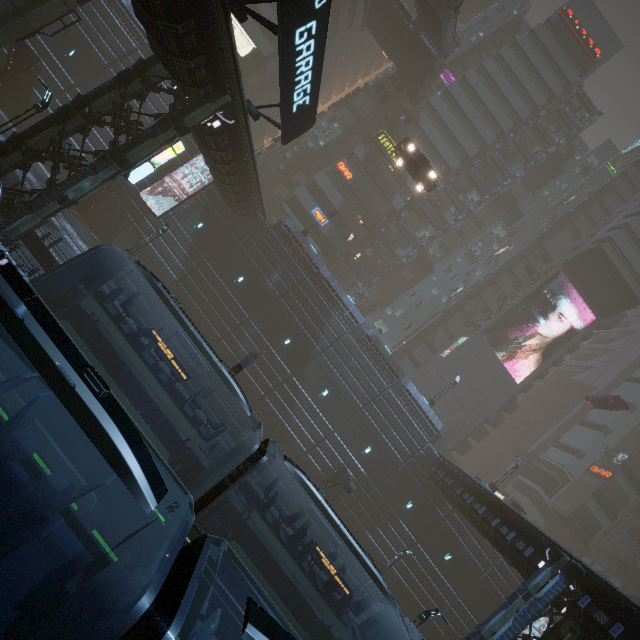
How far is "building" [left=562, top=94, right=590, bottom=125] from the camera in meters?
45.3

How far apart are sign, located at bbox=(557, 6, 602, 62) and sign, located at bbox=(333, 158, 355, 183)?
35.4 meters

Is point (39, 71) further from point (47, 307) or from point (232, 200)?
point (47, 307)

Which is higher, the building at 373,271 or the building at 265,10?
the building at 265,10

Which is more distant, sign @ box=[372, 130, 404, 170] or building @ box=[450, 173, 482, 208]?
building @ box=[450, 173, 482, 208]

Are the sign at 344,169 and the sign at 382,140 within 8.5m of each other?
yes

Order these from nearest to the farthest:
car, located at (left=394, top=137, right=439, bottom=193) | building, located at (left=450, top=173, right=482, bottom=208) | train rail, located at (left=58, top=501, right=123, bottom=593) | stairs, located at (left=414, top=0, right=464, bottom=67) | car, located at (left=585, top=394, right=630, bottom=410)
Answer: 1. train rail, located at (left=58, top=501, right=123, bottom=593)
2. car, located at (left=394, top=137, right=439, bottom=193)
3. stairs, located at (left=414, top=0, right=464, bottom=67)
4. car, located at (left=585, top=394, right=630, bottom=410)
5. building, located at (left=450, top=173, right=482, bottom=208)
